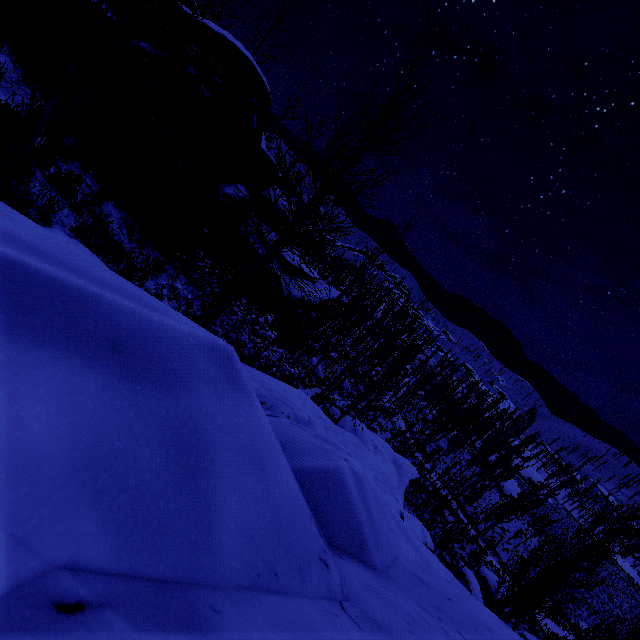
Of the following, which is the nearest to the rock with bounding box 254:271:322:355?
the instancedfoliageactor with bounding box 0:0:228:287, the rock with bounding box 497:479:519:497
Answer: the instancedfoliageactor with bounding box 0:0:228:287

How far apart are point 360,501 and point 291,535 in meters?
0.7 m

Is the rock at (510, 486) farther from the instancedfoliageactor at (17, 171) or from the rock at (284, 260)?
the rock at (284, 260)

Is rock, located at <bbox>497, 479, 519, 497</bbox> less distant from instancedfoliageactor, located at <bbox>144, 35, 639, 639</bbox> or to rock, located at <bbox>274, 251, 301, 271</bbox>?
instancedfoliageactor, located at <bbox>144, 35, 639, 639</bbox>

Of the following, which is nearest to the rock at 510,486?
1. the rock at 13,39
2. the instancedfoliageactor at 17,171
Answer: the instancedfoliageactor at 17,171

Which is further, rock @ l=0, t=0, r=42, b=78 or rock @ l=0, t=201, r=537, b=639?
rock @ l=0, t=0, r=42, b=78

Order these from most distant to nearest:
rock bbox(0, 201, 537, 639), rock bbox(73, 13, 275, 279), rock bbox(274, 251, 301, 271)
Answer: rock bbox(274, 251, 301, 271) < rock bbox(73, 13, 275, 279) < rock bbox(0, 201, 537, 639)
